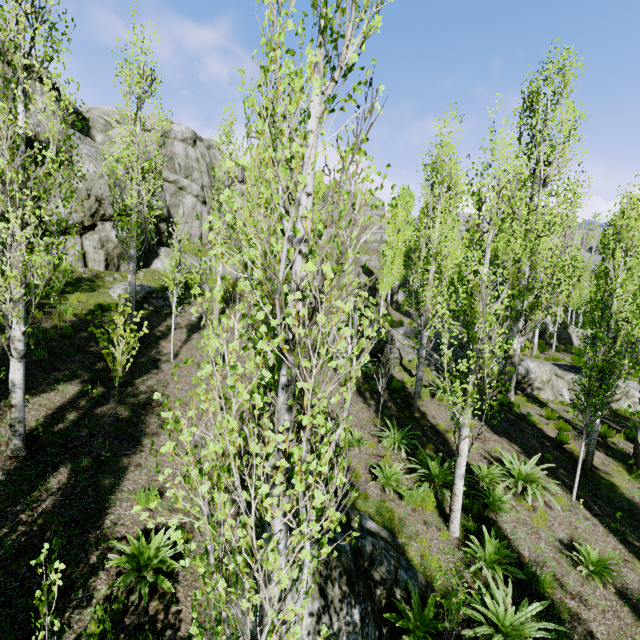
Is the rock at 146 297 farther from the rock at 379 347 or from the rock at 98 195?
the rock at 379 347

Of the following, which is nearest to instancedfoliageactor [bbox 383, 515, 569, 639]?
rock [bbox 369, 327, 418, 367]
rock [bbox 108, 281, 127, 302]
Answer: rock [bbox 369, 327, 418, 367]

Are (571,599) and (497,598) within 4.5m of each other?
yes

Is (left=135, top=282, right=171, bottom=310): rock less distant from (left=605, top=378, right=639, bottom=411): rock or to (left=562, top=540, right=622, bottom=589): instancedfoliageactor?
(left=562, top=540, right=622, bottom=589): instancedfoliageactor

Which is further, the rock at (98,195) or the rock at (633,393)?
the rock at (633,393)

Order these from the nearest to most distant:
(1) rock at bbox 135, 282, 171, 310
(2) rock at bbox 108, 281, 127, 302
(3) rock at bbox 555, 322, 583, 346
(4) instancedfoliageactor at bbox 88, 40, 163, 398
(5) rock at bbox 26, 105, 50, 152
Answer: (4) instancedfoliageactor at bbox 88, 40, 163, 398, (5) rock at bbox 26, 105, 50, 152, (2) rock at bbox 108, 281, 127, 302, (1) rock at bbox 135, 282, 171, 310, (3) rock at bbox 555, 322, 583, 346

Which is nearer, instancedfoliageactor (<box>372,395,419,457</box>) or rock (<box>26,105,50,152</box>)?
instancedfoliageactor (<box>372,395,419,457</box>)

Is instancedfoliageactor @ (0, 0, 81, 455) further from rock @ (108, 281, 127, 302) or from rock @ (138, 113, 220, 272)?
rock @ (108, 281, 127, 302)
